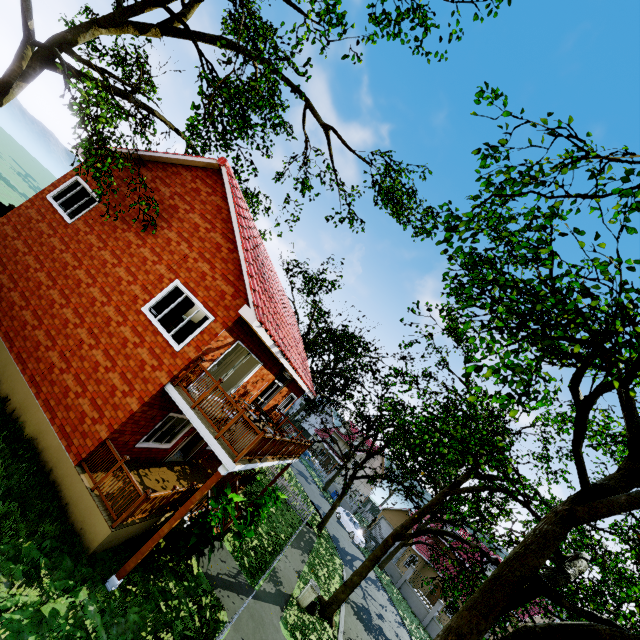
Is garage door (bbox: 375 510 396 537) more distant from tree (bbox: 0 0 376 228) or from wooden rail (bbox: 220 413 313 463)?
wooden rail (bbox: 220 413 313 463)

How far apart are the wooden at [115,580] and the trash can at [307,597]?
9.41m

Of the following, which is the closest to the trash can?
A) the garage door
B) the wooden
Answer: the wooden

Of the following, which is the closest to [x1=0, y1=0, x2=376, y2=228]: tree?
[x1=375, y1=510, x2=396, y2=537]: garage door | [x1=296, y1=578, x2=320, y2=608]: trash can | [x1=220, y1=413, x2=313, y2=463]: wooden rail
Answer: [x1=296, y1=578, x2=320, y2=608]: trash can

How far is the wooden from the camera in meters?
7.4

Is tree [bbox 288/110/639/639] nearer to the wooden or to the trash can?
the trash can

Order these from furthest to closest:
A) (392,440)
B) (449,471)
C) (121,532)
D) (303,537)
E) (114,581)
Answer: (303,537)
(392,440)
(449,471)
(121,532)
(114,581)

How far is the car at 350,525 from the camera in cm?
3221
